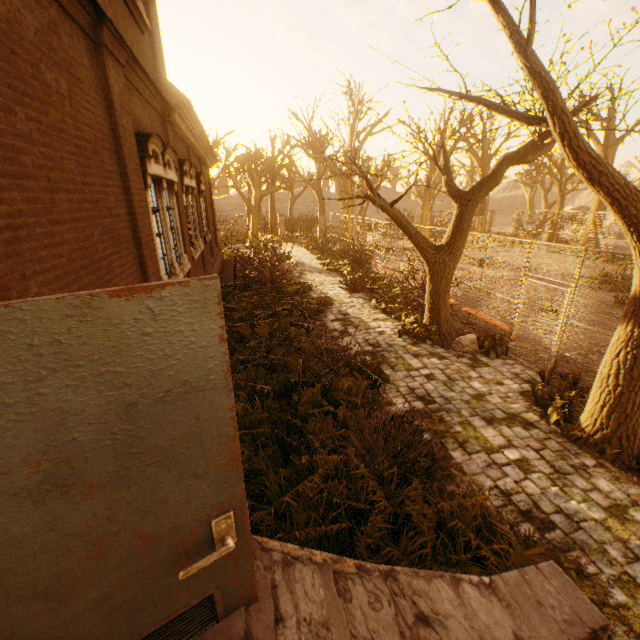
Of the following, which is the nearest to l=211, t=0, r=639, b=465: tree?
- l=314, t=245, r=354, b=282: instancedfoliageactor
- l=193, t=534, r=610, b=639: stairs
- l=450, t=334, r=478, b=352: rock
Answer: l=450, t=334, r=478, b=352: rock

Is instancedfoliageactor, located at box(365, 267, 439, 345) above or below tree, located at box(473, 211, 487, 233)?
below

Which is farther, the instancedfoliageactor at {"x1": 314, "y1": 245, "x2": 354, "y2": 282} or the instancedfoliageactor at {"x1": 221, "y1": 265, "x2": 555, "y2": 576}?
the instancedfoliageactor at {"x1": 314, "y1": 245, "x2": 354, "y2": 282}

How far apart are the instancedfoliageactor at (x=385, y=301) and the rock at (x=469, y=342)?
2.05m

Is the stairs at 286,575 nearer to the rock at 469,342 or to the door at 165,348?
the door at 165,348

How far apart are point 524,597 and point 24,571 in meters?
3.5

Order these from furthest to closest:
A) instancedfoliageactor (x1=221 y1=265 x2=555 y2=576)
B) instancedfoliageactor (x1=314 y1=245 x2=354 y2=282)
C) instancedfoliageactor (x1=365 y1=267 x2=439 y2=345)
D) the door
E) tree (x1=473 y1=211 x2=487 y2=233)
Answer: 1. tree (x1=473 y1=211 x2=487 y2=233)
2. instancedfoliageactor (x1=314 y1=245 x2=354 y2=282)
3. instancedfoliageactor (x1=365 y1=267 x2=439 y2=345)
4. instancedfoliageactor (x1=221 y1=265 x2=555 y2=576)
5. the door

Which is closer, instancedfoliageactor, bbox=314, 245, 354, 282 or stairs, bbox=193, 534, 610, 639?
stairs, bbox=193, 534, 610, 639
